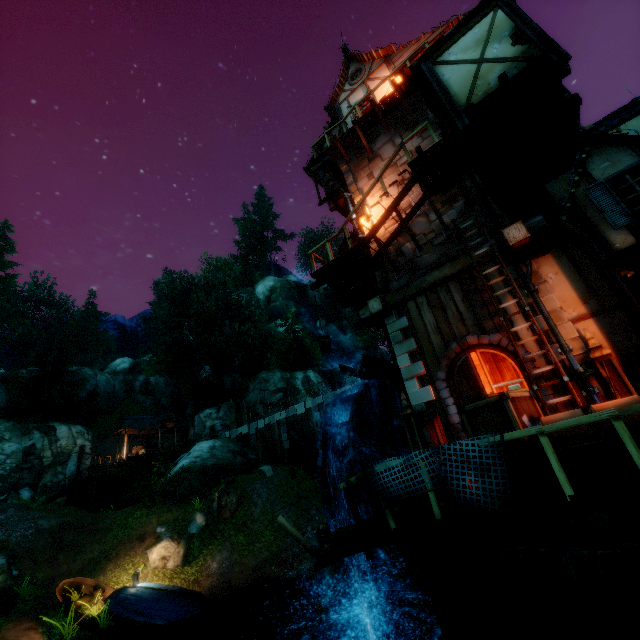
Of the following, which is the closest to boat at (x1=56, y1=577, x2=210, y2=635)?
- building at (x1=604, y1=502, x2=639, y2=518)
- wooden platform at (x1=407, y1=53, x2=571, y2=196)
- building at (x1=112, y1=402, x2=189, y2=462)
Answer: building at (x1=604, y1=502, x2=639, y2=518)

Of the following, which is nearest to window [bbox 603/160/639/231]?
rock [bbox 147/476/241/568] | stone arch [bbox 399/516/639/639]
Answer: stone arch [bbox 399/516/639/639]

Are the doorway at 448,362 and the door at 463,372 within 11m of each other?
yes

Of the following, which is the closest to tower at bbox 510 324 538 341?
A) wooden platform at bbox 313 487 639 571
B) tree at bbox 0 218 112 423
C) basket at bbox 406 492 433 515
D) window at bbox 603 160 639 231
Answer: wooden platform at bbox 313 487 639 571

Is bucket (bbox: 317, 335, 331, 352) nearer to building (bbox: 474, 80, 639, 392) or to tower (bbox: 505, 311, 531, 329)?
tower (bbox: 505, 311, 531, 329)

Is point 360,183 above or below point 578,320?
above

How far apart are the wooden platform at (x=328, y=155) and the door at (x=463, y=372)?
9.81m

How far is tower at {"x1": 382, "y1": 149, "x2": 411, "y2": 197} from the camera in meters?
11.5
